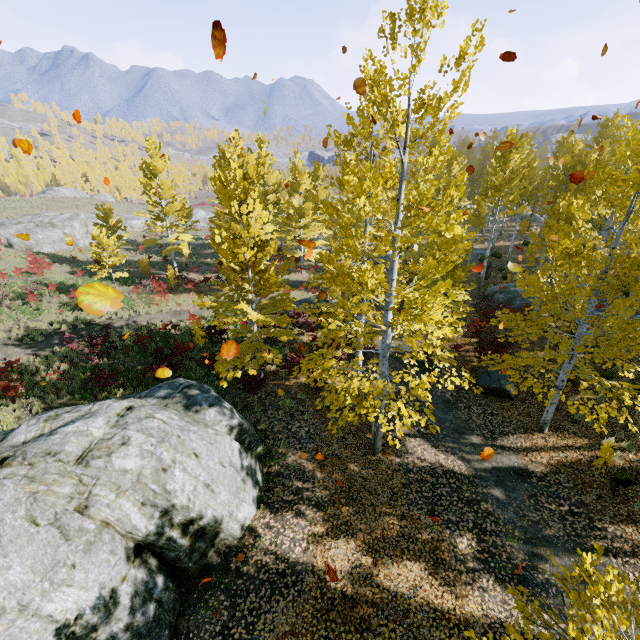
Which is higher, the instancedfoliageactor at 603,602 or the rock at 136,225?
the instancedfoliageactor at 603,602

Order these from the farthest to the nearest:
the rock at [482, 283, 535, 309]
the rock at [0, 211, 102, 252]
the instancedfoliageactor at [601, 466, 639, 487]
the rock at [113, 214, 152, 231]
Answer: the rock at [113, 214, 152, 231]
the rock at [0, 211, 102, 252]
the rock at [482, 283, 535, 309]
the instancedfoliageactor at [601, 466, 639, 487]

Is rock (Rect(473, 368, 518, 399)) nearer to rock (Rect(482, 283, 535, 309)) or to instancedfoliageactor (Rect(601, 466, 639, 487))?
instancedfoliageactor (Rect(601, 466, 639, 487))

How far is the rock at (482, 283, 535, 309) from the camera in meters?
20.3 m

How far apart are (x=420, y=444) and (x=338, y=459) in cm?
306

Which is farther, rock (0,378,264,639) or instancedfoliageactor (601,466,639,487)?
instancedfoliageactor (601,466,639,487)

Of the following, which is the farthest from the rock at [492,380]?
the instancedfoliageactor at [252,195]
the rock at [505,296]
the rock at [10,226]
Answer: the rock at [10,226]

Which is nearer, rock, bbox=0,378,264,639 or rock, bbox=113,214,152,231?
rock, bbox=0,378,264,639
